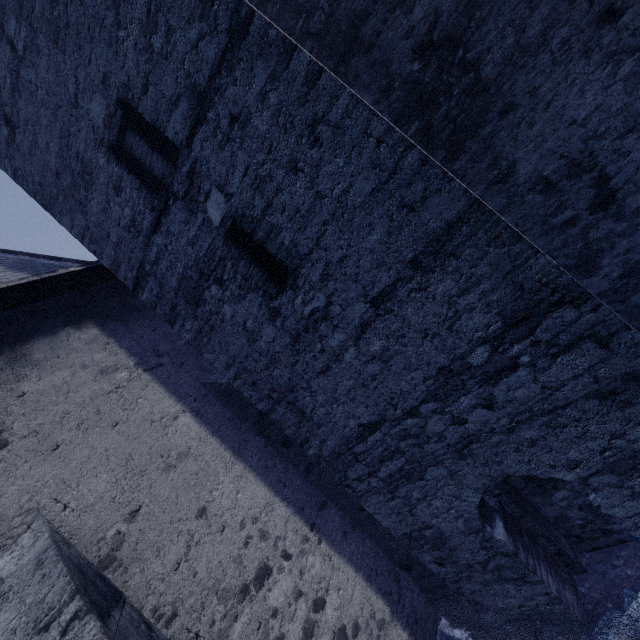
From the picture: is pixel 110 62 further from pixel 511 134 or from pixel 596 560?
pixel 596 560

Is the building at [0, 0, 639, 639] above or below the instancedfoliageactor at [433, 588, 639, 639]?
above

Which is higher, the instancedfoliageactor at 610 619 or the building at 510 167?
the building at 510 167
